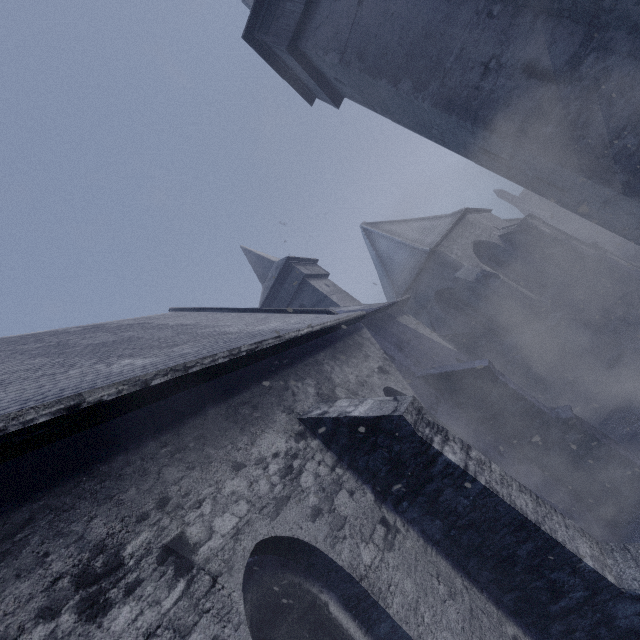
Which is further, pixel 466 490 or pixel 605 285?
pixel 605 285
